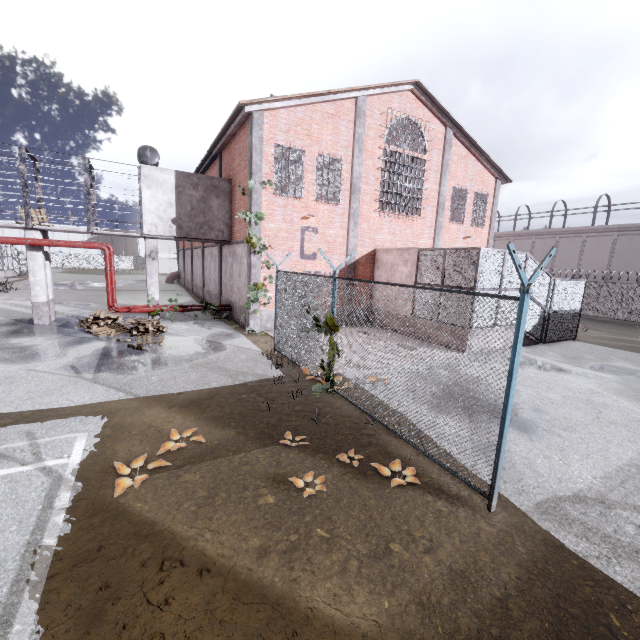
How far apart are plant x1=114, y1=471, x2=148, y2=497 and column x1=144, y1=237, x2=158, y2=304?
12.3m

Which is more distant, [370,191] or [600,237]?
[600,237]

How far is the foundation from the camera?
14.3m

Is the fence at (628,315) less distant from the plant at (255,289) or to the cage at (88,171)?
the plant at (255,289)

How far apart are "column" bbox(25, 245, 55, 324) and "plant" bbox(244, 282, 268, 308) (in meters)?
8.59

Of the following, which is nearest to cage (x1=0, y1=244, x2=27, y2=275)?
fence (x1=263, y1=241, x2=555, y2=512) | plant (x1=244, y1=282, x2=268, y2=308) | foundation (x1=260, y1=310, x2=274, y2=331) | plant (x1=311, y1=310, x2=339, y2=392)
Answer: fence (x1=263, y1=241, x2=555, y2=512)

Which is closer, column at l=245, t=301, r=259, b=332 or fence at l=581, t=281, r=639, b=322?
column at l=245, t=301, r=259, b=332

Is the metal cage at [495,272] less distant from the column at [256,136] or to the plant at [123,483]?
the column at [256,136]
